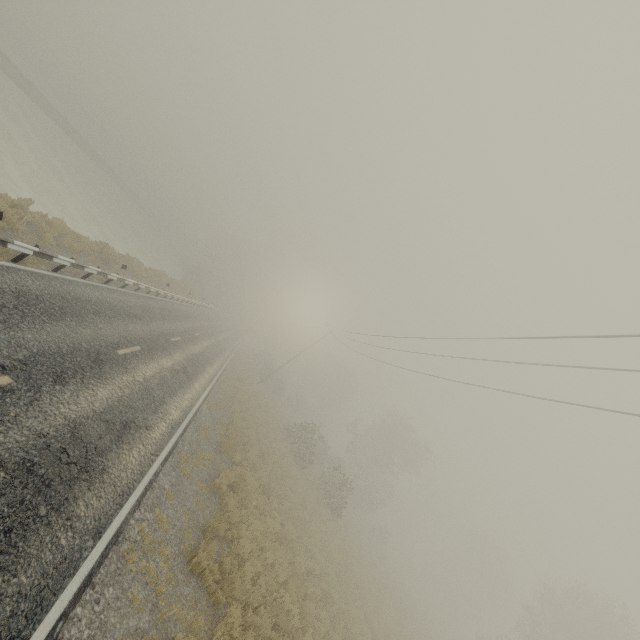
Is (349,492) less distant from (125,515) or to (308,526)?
(308,526)
